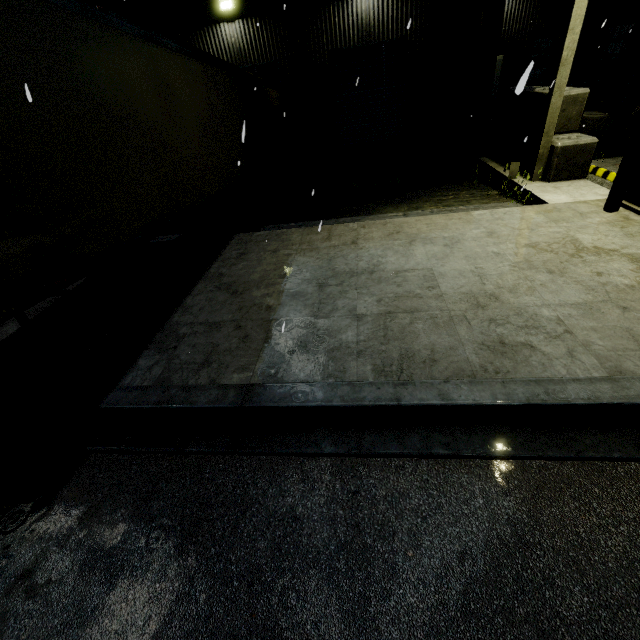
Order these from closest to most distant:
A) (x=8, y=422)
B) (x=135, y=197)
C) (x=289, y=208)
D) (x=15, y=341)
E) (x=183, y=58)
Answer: (x=8, y=422), (x=135, y=197), (x=15, y=341), (x=183, y=58), (x=289, y=208)

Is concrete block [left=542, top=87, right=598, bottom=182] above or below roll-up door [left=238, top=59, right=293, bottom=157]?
below

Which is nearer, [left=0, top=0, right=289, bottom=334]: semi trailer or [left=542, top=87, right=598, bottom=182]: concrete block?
[left=0, top=0, right=289, bottom=334]: semi trailer

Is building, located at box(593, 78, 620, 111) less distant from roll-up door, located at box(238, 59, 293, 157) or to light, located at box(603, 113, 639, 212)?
roll-up door, located at box(238, 59, 293, 157)

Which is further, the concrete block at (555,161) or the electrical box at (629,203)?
the concrete block at (555,161)

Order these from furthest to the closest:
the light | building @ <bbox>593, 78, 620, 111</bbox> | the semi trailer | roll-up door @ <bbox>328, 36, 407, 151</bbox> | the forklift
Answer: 1. building @ <bbox>593, 78, 620, 111</bbox>
2. roll-up door @ <bbox>328, 36, 407, 151</bbox>
3. the forklift
4. the light
5. the semi trailer

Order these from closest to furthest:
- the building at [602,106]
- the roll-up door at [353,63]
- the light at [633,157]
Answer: the light at [633,157] < the roll-up door at [353,63] < the building at [602,106]
